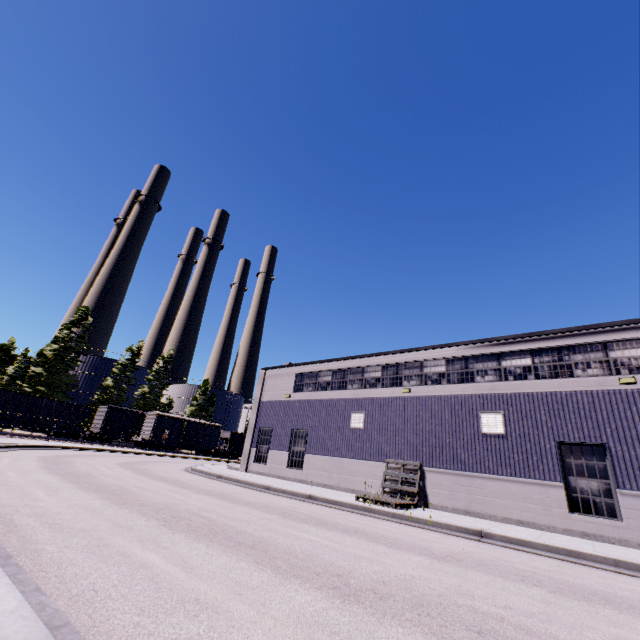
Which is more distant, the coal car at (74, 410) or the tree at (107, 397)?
the tree at (107, 397)

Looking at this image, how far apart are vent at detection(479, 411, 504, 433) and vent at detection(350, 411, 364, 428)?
6.2m

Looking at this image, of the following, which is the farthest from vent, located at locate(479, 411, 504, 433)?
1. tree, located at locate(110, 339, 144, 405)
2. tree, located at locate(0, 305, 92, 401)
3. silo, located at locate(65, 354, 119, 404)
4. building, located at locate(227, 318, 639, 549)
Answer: tree, located at locate(110, 339, 144, 405)

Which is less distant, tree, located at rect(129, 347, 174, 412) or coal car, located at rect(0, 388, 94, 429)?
coal car, located at rect(0, 388, 94, 429)

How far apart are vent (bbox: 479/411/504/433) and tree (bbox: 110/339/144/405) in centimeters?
5152cm

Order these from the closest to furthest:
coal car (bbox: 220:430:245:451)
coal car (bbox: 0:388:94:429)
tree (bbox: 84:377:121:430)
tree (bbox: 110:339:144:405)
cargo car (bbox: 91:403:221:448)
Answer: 1. coal car (bbox: 0:388:94:429)
2. cargo car (bbox: 91:403:221:448)
3. tree (bbox: 84:377:121:430)
4. tree (bbox: 110:339:144:405)
5. coal car (bbox: 220:430:245:451)

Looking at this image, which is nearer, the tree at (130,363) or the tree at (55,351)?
the tree at (55,351)

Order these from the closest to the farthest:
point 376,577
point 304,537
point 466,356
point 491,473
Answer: point 376,577 < point 304,537 < point 491,473 < point 466,356
